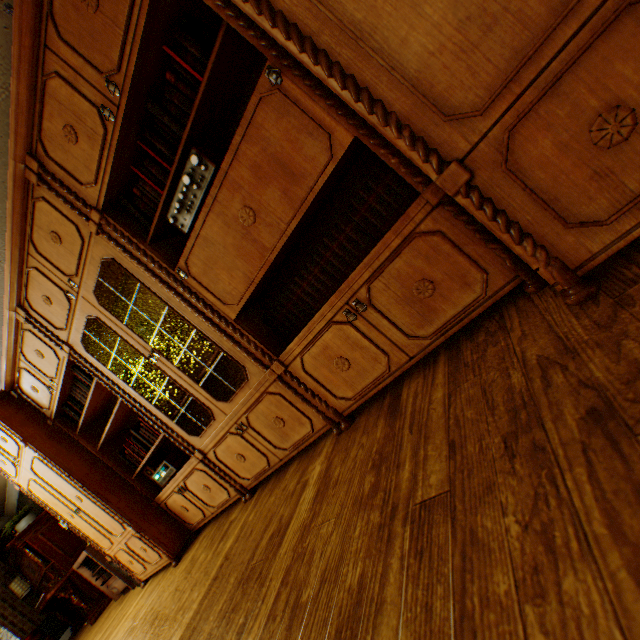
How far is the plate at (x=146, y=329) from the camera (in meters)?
2.73

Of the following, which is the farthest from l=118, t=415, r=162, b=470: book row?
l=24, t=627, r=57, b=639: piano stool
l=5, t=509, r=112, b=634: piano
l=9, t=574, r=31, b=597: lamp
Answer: l=9, t=574, r=31, b=597: lamp

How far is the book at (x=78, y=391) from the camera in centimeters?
312cm

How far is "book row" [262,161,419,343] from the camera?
1.5 meters

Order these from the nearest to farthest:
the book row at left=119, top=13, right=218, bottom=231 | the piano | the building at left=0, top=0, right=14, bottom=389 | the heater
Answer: the book row at left=119, top=13, right=218, bottom=231 < the building at left=0, top=0, right=14, bottom=389 < the heater < the piano

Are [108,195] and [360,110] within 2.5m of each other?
yes

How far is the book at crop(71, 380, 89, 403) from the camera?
3.1m

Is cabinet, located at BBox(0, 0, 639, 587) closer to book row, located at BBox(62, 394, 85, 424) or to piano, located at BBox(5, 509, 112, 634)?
book row, located at BBox(62, 394, 85, 424)
